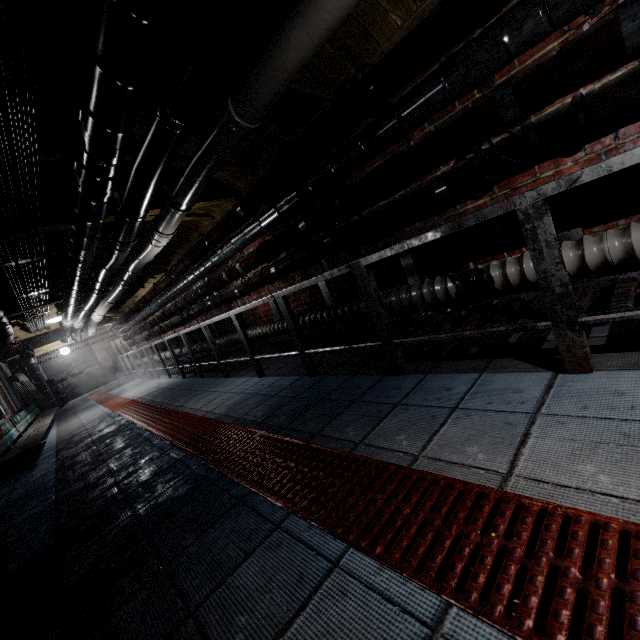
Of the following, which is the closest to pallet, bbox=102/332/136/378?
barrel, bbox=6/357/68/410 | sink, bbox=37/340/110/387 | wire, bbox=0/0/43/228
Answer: sink, bbox=37/340/110/387

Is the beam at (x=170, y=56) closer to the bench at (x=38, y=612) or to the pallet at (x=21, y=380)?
the bench at (x=38, y=612)

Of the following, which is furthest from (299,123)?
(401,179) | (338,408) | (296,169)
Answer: (338,408)

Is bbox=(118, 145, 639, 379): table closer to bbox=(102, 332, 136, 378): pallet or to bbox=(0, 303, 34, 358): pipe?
bbox=(0, 303, 34, 358): pipe

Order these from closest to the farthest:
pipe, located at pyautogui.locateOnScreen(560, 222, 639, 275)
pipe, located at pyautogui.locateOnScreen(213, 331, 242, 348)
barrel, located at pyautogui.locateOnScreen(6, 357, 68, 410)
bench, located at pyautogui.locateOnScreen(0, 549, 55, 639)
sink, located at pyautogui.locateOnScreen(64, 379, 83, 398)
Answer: bench, located at pyautogui.locateOnScreen(0, 549, 55, 639) < pipe, located at pyautogui.locateOnScreen(560, 222, 639, 275) < pipe, located at pyautogui.locateOnScreen(213, 331, 242, 348) < barrel, located at pyautogui.locateOnScreen(6, 357, 68, 410) < sink, located at pyautogui.locateOnScreen(64, 379, 83, 398)

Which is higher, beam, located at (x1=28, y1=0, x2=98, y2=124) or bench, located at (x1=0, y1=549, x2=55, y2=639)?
beam, located at (x1=28, y1=0, x2=98, y2=124)

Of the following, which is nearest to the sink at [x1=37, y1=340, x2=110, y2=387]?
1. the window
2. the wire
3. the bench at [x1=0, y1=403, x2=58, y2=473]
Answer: the window

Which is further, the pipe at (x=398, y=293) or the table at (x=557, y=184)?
the pipe at (x=398, y=293)
